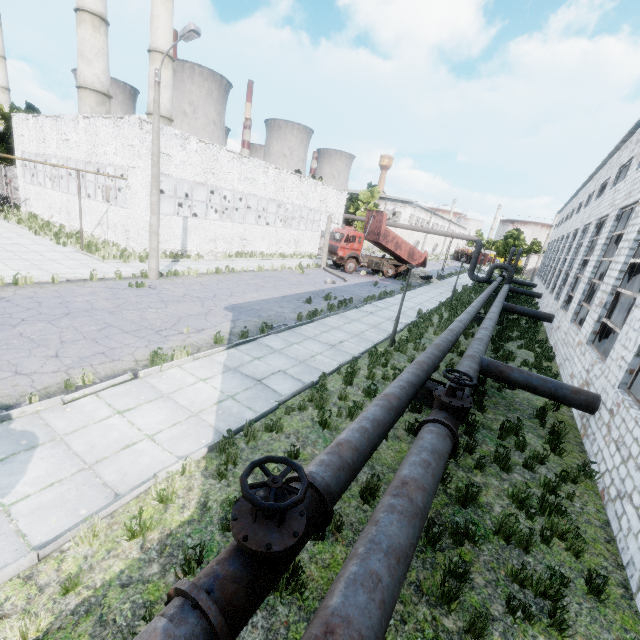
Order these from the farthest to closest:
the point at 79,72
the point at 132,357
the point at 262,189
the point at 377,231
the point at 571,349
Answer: the point at 79,72, the point at 377,231, the point at 262,189, the point at 571,349, the point at 132,357

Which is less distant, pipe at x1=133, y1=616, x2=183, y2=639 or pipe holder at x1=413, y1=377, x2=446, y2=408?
pipe at x1=133, y1=616, x2=183, y2=639

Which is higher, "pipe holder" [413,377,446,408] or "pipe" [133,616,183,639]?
"pipe" [133,616,183,639]

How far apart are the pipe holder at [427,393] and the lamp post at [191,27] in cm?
1325

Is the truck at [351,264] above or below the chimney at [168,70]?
below

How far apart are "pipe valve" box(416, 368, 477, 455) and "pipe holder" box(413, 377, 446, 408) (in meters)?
1.13

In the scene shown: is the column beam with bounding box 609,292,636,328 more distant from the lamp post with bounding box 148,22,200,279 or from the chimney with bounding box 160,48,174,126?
the chimney with bounding box 160,48,174,126

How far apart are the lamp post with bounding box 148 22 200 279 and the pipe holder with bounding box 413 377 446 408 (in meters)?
13.25
